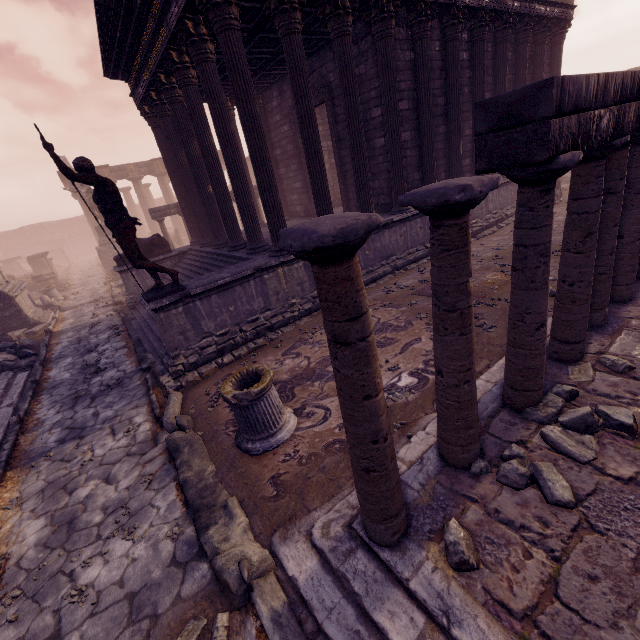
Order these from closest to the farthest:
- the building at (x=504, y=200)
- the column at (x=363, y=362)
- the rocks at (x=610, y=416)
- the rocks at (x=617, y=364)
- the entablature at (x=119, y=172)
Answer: the column at (x=363, y=362) → the rocks at (x=610, y=416) → the rocks at (x=617, y=364) → the building at (x=504, y=200) → the entablature at (x=119, y=172)

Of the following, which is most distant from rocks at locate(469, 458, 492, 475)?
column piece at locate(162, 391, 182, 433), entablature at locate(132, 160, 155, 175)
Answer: entablature at locate(132, 160, 155, 175)

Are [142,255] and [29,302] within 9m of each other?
no

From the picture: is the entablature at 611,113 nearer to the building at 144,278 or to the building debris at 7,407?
the building at 144,278

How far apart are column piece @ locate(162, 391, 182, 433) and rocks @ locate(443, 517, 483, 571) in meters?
4.2 m

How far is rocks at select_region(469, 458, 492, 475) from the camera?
3.0m

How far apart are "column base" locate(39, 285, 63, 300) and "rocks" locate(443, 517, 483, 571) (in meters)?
21.50

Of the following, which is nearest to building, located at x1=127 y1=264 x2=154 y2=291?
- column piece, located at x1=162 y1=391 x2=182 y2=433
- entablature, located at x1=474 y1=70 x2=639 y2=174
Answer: column piece, located at x1=162 y1=391 x2=182 y2=433
